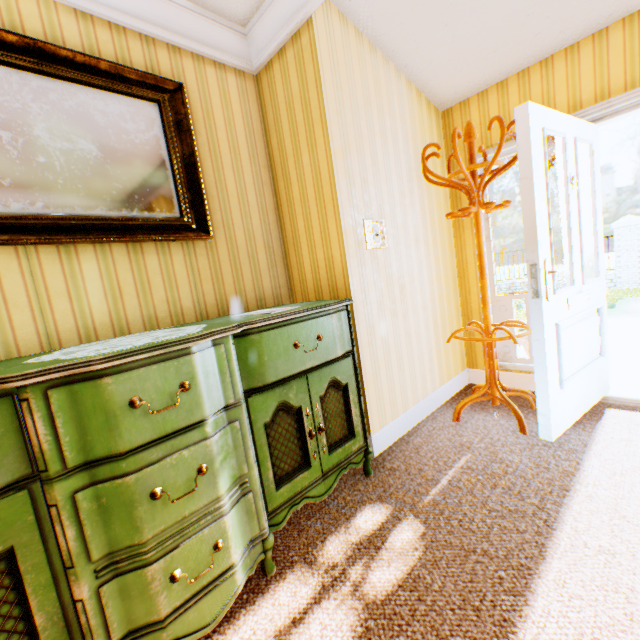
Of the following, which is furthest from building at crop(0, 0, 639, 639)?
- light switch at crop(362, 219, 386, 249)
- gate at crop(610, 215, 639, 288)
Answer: gate at crop(610, 215, 639, 288)

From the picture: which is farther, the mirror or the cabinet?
the mirror

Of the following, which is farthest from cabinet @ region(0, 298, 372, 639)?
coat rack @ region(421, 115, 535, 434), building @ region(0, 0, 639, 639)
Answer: coat rack @ region(421, 115, 535, 434)

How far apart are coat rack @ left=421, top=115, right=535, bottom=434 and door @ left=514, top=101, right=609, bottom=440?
0.1m

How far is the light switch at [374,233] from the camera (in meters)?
2.35

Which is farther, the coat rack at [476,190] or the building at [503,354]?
the building at [503,354]

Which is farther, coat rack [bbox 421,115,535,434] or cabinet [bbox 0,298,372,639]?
coat rack [bbox 421,115,535,434]

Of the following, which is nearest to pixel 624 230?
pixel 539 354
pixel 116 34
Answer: pixel 539 354
